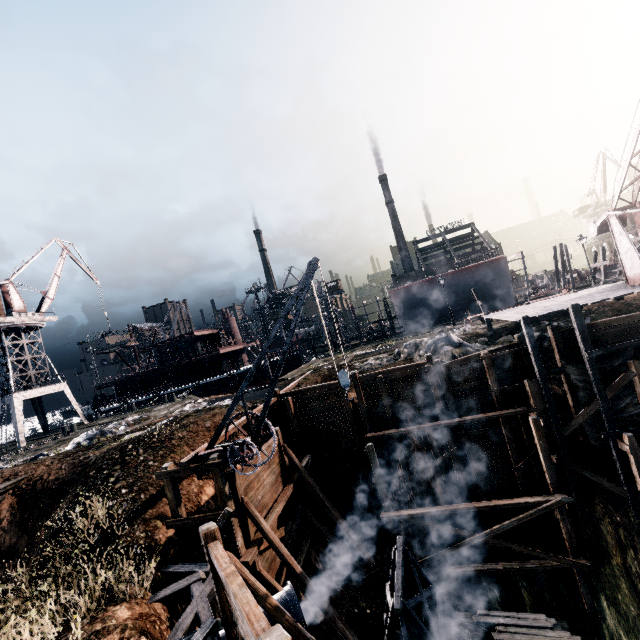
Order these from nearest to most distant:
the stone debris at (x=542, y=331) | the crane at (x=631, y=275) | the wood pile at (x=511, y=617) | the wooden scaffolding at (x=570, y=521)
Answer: the wood pile at (x=511, y=617)
the wooden scaffolding at (x=570, y=521)
the crane at (x=631, y=275)
the stone debris at (x=542, y=331)

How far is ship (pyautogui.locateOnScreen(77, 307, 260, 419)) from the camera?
43.91m

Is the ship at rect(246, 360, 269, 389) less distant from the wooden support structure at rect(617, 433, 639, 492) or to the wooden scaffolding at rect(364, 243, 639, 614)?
the wooden scaffolding at rect(364, 243, 639, 614)

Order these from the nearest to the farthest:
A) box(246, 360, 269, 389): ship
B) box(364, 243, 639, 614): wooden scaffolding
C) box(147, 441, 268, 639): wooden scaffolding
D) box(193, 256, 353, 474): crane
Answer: box(147, 441, 268, 639): wooden scaffolding
box(193, 256, 353, 474): crane
box(364, 243, 639, 614): wooden scaffolding
box(246, 360, 269, 389): ship

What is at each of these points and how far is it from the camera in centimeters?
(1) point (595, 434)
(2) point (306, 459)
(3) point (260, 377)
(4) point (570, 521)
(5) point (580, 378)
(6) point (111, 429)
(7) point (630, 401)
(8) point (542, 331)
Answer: (1) cloth, 1598cm
(2) wooden scaffolding, 1911cm
(3) ship, 4444cm
(4) wooden scaffolding, 1630cm
(5) cloth, 1608cm
(6) stone debris, 2309cm
(7) cloth, 1570cm
(8) stone debris, 2078cm

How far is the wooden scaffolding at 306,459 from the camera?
19.0 meters

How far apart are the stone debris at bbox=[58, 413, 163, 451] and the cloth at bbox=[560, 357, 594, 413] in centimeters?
2765cm

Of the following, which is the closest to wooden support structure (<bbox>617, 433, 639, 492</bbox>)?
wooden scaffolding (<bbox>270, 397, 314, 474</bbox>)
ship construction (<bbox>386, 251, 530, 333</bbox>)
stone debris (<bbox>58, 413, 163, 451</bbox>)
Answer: wooden scaffolding (<bbox>270, 397, 314, 474</bbox>)
